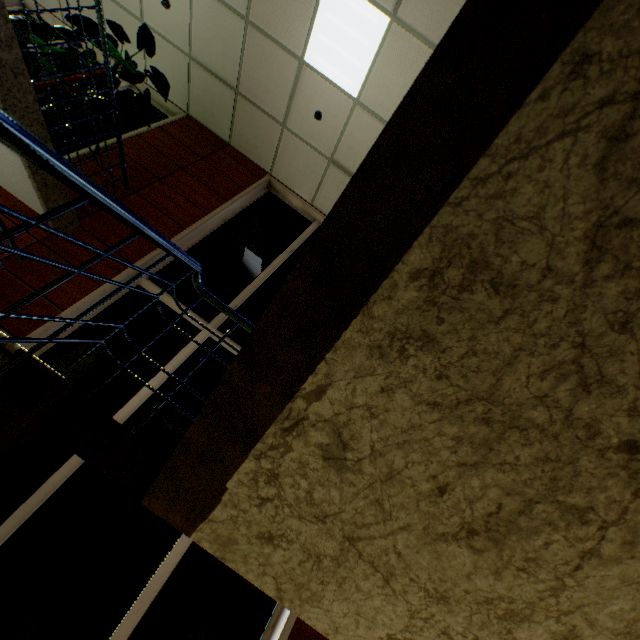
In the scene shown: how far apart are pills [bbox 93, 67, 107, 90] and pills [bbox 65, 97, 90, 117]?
0.2m

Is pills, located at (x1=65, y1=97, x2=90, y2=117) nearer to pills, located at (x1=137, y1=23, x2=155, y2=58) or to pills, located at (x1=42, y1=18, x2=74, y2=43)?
pills, located at (x1=42, y1=18, x2=74, y2=43)

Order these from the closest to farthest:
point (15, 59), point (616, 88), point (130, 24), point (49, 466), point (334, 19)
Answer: point (616, 88), point (15, 59), point (49, 466), point (334, 19), point (130, 24)

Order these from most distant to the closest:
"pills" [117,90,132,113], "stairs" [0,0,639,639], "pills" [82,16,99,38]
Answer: "pills" [117,90,132,113]
"pills" [82,16,99,38]
"stairs" [0,0,639,639]

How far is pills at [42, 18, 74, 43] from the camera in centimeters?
392cm

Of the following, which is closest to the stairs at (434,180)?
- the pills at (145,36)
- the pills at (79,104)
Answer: A: the pills at (79,104)

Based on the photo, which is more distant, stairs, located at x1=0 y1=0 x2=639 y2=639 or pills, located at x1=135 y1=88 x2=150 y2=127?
pills, located at x1=135 y1=88 x2=150 y2=127

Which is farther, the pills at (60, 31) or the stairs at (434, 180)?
the pills at (60, 31)
